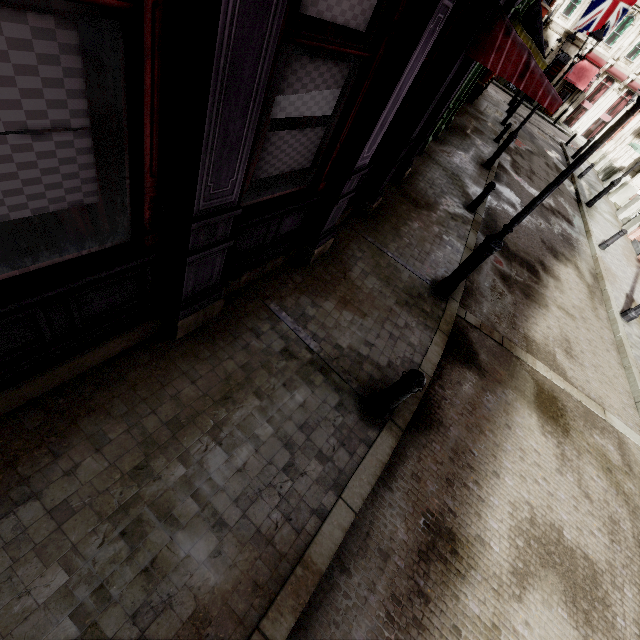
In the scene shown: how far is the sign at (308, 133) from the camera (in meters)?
3.16

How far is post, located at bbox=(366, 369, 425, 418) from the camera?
3.6 meters

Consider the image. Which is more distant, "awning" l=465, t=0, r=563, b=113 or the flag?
the flag

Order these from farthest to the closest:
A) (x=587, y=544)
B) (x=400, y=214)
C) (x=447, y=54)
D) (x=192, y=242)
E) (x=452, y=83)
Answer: (x=400, y=214) → (x=452, y=83) → (x=447, y=54) → (x=587, y=544) → (x=192, y=242)

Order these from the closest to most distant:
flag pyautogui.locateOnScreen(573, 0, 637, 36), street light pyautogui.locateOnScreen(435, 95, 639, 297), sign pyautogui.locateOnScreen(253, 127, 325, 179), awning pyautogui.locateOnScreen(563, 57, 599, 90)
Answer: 1. sign pyautogui.locateOnScreen(253, 127, 325, 179)
2. street light pyautogui.locateOnScreen(435, 95, 639, 297)
3. flag pyautogui.locateOnScreen(573, 0, 637, 36)
4. awning pyautogui.locateOnScreen(563, 57, 599, 90)

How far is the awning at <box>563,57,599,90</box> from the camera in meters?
32.2

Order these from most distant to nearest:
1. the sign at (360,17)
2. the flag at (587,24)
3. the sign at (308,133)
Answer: the flag at (587,24)
the sign at (308,133)
the sign at (360,17)

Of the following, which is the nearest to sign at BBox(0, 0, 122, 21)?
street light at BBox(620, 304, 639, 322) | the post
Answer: the post
